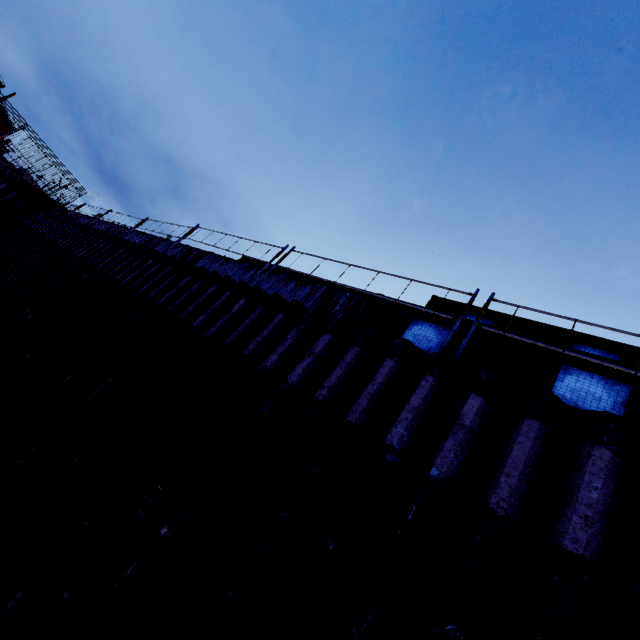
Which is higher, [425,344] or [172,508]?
[425,344]

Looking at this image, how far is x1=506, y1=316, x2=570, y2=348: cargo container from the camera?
6.1m

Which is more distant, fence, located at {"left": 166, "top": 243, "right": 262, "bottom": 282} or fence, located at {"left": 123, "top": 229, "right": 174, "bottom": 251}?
fence, located at {"left": 123, "top": 229, "right": 174, "bottom": 251}

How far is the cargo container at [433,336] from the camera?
6.89m

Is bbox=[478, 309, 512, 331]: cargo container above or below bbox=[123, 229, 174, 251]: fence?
above

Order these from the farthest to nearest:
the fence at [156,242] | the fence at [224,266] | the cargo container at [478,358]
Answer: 1. the fence at [156,242]
2. the fence at [224,266]
3. the cargo container at [478,358]

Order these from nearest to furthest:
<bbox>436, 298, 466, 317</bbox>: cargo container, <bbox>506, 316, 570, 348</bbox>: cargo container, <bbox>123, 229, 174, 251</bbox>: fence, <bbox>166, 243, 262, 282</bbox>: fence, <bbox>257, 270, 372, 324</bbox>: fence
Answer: <bbox>506, 316, 570, 348</bbox>: cargo container
<bbox>436, 298, 466, 317</bbox>: cargo container
<bbox>257, 270, 372, 324</bbox>: fence
<bbox>166, 243, 262, 282</bbox>: fence
<bbox>123, 229, 174, 251</bbox>: fence

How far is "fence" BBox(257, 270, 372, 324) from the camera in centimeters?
821cm
